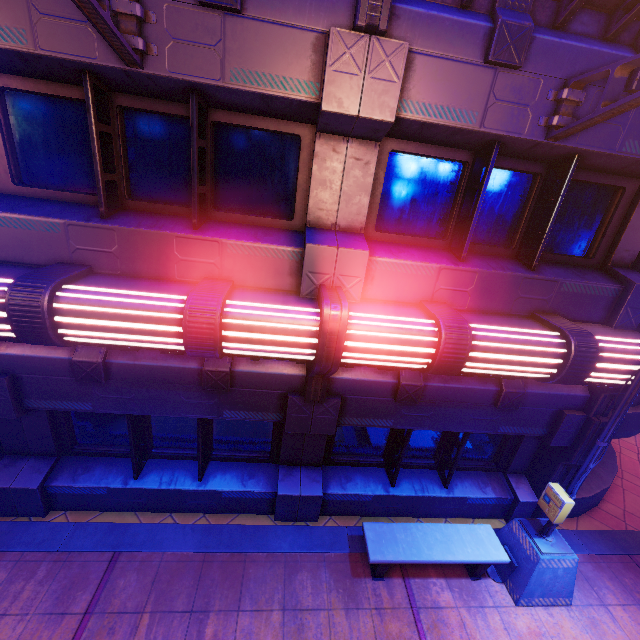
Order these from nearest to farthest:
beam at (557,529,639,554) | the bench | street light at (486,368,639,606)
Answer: street light at (486,368,639,606)
the bench
beam at (557,529,639,554)

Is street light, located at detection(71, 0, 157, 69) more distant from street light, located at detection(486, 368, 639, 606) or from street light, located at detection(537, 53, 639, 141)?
street light, located at detection(486, 368, 639, 606)

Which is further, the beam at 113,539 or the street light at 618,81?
the beam at 113,539

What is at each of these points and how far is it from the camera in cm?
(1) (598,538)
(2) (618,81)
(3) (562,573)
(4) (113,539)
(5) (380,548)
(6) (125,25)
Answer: (1) beam, 688
(2) street light, 326
(3) street light, 543
(4) beam, 561
(5) bench, 537
(6) street light, 324

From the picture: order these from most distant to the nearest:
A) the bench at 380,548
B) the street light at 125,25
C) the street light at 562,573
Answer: the bench at 380,548 < the street light at 562,573 < the street light at 125,25

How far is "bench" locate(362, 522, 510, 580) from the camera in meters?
5.3

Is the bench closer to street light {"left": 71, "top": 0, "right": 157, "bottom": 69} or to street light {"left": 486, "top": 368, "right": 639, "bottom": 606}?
street light {"left": 486, "top": 368, "right": 639, "bottom": 606}

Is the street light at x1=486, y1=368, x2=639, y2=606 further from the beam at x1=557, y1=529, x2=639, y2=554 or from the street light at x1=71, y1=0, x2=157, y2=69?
the street light at x1=71, y1=0, x2=157, y2=69
